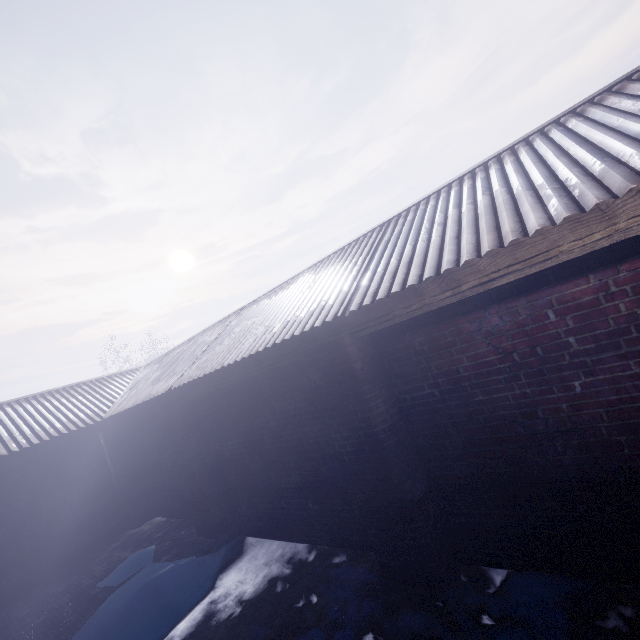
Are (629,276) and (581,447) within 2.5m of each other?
yes
